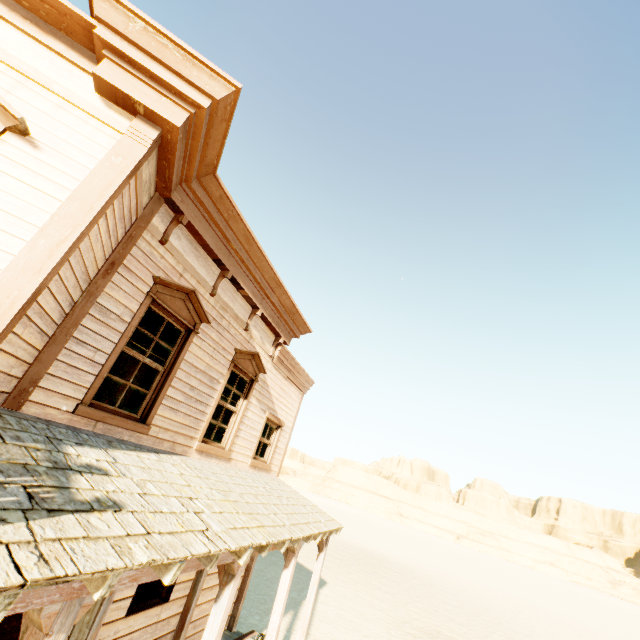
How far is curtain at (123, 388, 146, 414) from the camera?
4.9 meters

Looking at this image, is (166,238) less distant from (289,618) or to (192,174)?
(192,174)

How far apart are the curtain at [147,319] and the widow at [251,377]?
1.4 meters

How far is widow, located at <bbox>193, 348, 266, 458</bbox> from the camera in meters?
6.4 m

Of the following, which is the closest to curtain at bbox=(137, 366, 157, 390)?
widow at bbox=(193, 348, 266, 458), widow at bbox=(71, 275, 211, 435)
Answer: widow at bbox=(71, 275, 211, 435)

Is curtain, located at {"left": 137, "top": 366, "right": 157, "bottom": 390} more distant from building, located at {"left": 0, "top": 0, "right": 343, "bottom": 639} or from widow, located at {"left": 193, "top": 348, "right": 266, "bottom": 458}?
widow, located at {"left": 193, "top": 348, "right": 266, "bottom": 458}
